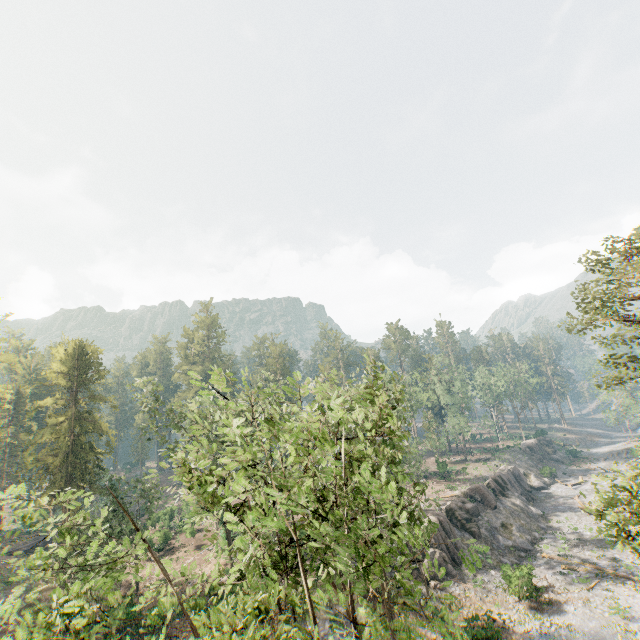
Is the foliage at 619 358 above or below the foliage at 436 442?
above

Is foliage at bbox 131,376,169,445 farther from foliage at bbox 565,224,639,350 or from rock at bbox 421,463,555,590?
rock at bbox 421,463,555,590

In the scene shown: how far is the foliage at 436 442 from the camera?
54.3 meters

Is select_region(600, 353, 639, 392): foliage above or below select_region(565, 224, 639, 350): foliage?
below

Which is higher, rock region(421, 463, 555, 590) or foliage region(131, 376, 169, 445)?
foliage region(131, 376, 169, 445)

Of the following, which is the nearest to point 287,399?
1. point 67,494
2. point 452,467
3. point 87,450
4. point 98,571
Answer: point 87,450

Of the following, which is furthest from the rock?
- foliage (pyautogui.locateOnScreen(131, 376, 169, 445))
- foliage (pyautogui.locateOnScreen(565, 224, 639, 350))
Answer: foliage (pyautogui.locateOnScreen(131, 376, 169, 445))

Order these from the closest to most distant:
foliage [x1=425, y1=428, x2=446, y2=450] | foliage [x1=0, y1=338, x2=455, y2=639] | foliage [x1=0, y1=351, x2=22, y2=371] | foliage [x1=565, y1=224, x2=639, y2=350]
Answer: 1. foliage [x1=0, y1=338, x2=455, y2=639]
2. foliage [x1=565, y1=224, x2=639, y2=350]
3. foliage [x1=0, y1=351, x2=22, y2=371]
4. foliage [x1=425, y1=428, x2=446, y2=450]
